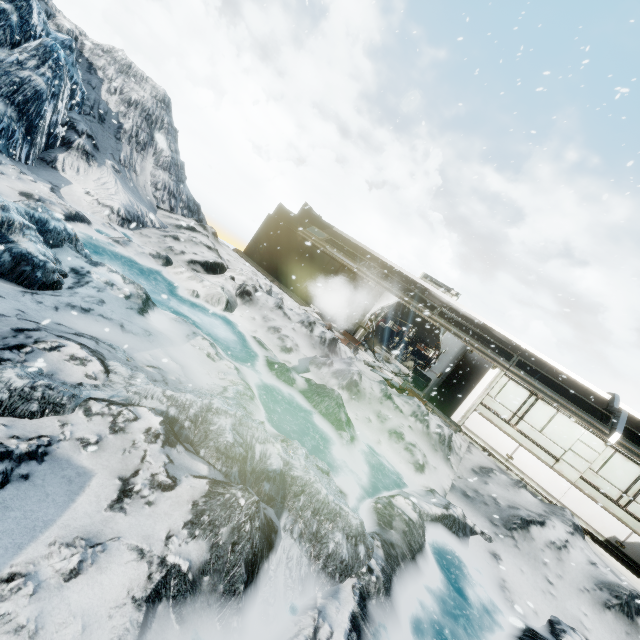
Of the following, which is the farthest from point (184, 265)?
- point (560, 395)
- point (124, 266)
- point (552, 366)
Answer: point (560, 395)

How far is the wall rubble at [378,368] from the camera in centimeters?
1173cm

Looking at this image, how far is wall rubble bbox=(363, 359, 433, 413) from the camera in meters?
11.7
